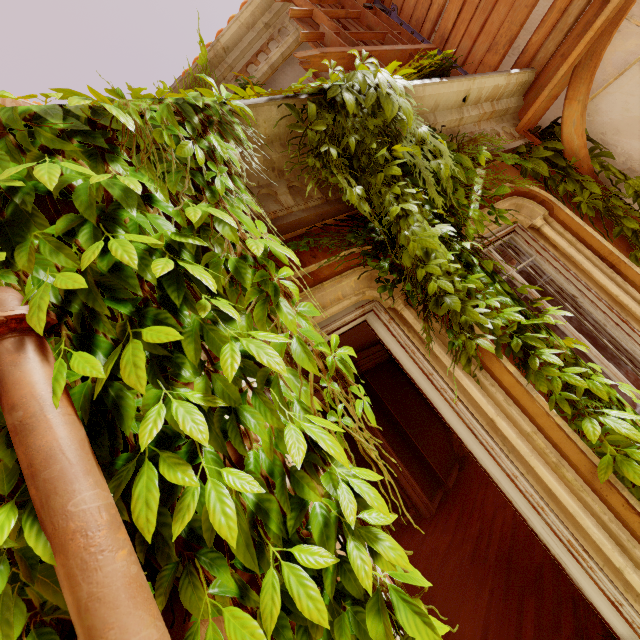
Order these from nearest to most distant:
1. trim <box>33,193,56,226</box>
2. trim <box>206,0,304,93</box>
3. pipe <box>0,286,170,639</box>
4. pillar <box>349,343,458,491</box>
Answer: pipe <box>0,286,170,639</box> < trim <box>33,193,56,226</box> < trim <box>206,0,304,93</box> < pillar <box>349,343,458,491</box>

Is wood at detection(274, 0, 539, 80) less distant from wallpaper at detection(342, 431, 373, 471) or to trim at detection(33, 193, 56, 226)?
trim at detection(33, 193, 56, 226)

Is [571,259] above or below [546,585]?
above

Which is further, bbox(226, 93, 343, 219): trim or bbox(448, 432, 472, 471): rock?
bbox(448, 432, 472, 471): rock

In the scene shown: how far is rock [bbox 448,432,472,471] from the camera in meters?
8.1 m

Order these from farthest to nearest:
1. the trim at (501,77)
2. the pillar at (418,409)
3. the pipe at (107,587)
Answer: the pillar at (418,409)
the trim at (501,77)
the pipe at (107,587)

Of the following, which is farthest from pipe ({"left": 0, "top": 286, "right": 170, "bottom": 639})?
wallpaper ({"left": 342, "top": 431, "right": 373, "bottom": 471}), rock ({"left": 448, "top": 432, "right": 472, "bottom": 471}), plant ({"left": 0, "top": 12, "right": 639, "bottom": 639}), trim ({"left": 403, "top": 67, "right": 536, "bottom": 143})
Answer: rock ({"left": 448, "top": 432, "right": 472, "bottom": 471})

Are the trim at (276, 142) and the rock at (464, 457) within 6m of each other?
no
